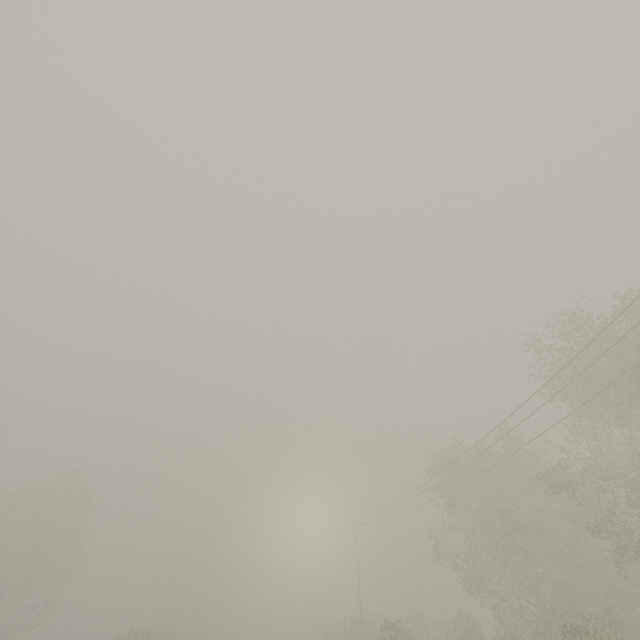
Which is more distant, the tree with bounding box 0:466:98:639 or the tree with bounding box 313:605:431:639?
the tree with bounding box 0:466:98:639

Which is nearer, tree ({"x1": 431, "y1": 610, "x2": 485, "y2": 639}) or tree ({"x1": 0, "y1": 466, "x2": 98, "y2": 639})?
tree ({"x1": 431, "y1": 610, "x2": 485, "y2": 639})

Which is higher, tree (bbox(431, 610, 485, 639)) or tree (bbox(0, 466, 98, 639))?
tree (bbox(0, 466, 98, 639))

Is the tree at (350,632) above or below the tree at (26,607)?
below

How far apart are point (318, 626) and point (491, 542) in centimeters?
5414cm

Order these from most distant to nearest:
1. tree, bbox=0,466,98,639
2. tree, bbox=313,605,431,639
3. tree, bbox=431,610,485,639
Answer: tree, bbox=0,466,98,639
tree, bbox=431,610,485,639
tree, bbox=313,605,431,639

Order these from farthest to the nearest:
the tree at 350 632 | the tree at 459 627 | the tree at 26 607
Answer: the tree at 26 607, the tree at 459 627, the tree at 350 632
